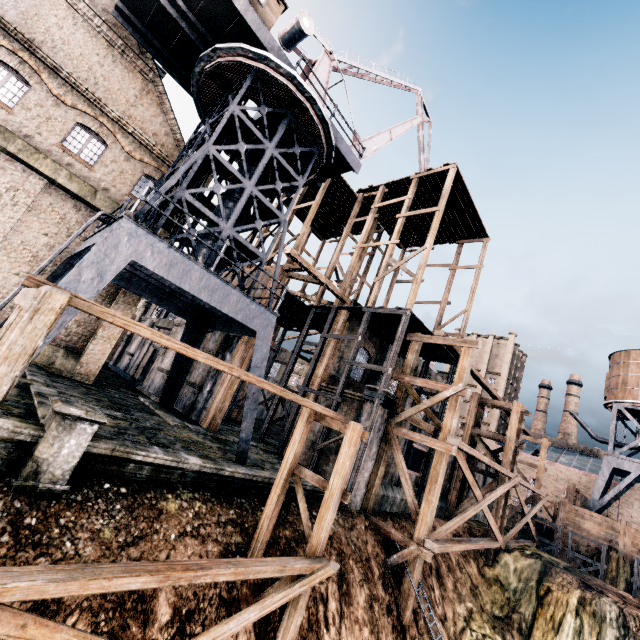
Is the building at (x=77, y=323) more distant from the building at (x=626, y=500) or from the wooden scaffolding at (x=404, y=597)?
the building at (x=626, y=500)

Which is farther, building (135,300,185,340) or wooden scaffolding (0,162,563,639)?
building (135,300,185,340)

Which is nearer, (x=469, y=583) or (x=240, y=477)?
(x=240, y=477)

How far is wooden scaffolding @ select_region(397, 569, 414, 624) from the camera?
14.24m

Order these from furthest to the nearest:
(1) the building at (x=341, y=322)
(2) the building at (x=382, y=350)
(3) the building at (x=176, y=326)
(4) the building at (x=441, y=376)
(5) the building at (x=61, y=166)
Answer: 1. (4) the building at (x=441, y=376)
2. (3) the building at (x=176, y=326)
3. (2) the building at (x=382, y=350)
4. (1) the building at (x=341, y=322)
5. (5) the building at (x=61, y=166)

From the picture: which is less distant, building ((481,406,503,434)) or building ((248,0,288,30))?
building ((248,0,288,30))

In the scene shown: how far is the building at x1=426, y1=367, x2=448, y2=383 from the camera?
33.2m
